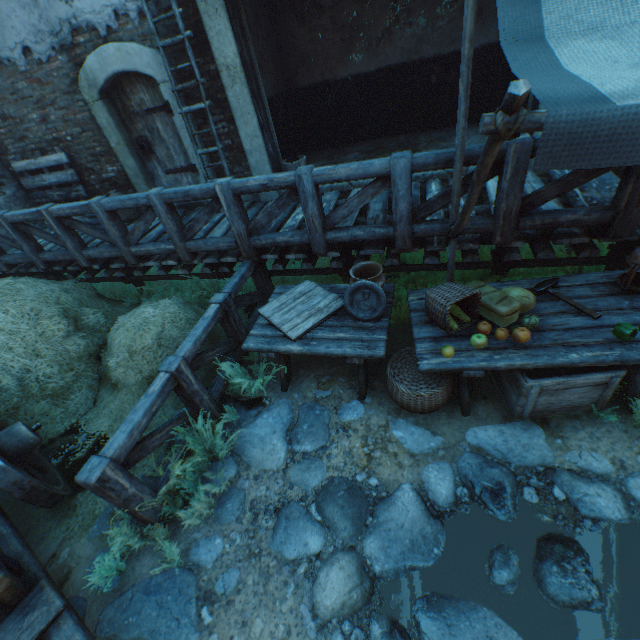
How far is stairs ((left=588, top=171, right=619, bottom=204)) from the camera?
3.8m

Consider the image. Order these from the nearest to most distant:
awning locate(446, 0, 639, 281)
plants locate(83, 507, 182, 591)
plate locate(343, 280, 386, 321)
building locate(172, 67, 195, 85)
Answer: awning locate(446, 0, 639, 281) → plants locate(83, 507, 182, 591) → plate locate(343, 280, 386, 321) → building locate(172, 67, 195, 85)

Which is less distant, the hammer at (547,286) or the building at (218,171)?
the hammer at (547,286)

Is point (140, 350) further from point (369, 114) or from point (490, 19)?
point (490, 19)

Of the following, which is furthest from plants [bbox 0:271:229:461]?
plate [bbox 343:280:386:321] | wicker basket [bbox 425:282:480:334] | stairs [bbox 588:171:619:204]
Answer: stairs [bbox 588:171:619:204]

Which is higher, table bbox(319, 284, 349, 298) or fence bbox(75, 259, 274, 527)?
table bbox(319, 284, 349, 298)

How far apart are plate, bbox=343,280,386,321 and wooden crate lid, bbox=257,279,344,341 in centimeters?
20cm

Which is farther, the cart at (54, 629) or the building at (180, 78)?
the building at (180, 78)
